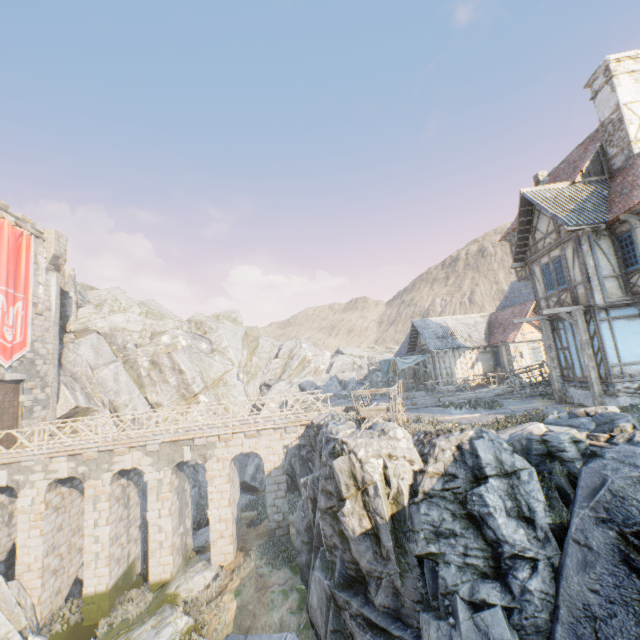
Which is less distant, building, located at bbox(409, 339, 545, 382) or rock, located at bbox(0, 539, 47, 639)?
rock, located at bbox(0, 539, 47, 639)

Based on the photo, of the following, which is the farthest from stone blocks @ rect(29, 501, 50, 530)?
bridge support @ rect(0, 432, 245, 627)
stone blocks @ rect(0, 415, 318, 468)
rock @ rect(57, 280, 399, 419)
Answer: rock @ rect(57, 280, 399, 419)

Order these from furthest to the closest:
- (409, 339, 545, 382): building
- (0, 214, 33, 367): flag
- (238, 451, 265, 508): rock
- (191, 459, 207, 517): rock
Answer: (238, 451, 265, 508): rock → (191, 459, 207, 517): rock → (409, 339, 545, 382): building → (0, 214, 33, 367): flag

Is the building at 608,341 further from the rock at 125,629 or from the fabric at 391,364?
the fabric at 391,364

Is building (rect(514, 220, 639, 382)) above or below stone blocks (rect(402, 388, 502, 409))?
above

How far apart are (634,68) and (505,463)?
17.9m

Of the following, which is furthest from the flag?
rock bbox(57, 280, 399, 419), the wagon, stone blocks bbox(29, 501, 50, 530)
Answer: the wagon

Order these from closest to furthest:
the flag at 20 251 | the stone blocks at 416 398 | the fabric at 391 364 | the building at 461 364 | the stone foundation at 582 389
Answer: the stone foundation at 582 389 → the stone blocks at 416 398 → the flag at 20 251 → the building at 461 364 → the fabric at 391 364
